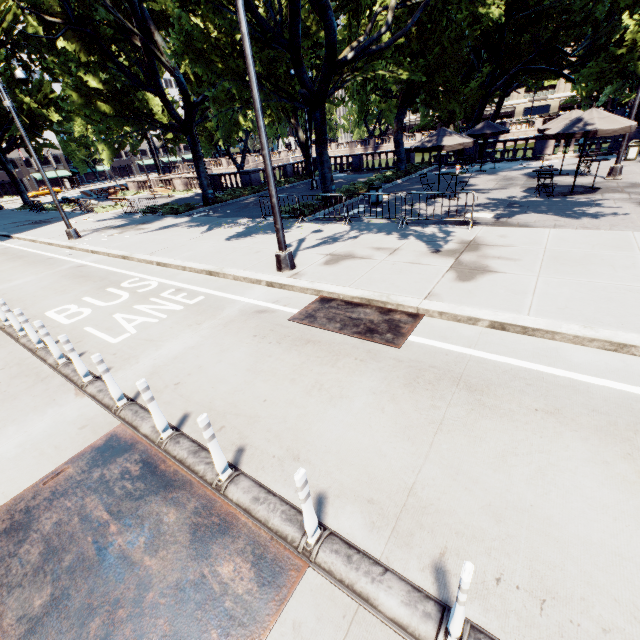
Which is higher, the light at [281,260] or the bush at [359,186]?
the bush at [359,186]

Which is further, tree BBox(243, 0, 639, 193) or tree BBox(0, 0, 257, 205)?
tree BBox(243, 0, 639, 193)

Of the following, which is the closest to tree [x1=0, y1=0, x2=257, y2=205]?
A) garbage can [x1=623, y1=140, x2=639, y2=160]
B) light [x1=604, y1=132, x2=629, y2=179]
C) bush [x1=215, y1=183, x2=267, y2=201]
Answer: bush [x1=215, y1=183, x2=267, y2=201]

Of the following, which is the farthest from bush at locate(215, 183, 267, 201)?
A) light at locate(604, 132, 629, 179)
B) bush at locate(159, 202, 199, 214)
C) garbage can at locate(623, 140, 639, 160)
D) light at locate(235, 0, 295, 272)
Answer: garbage can at locate(623, 140, 639, 160)

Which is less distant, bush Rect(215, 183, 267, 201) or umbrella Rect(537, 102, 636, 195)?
umbrella Rect(537, 102, 636, 195)

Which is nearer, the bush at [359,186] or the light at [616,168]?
the light at [616,168]

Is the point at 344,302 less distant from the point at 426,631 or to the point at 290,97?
the point at 426,631

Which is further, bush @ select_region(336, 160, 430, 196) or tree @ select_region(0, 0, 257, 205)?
bush @ select_region(336, 160, 430, 196)
